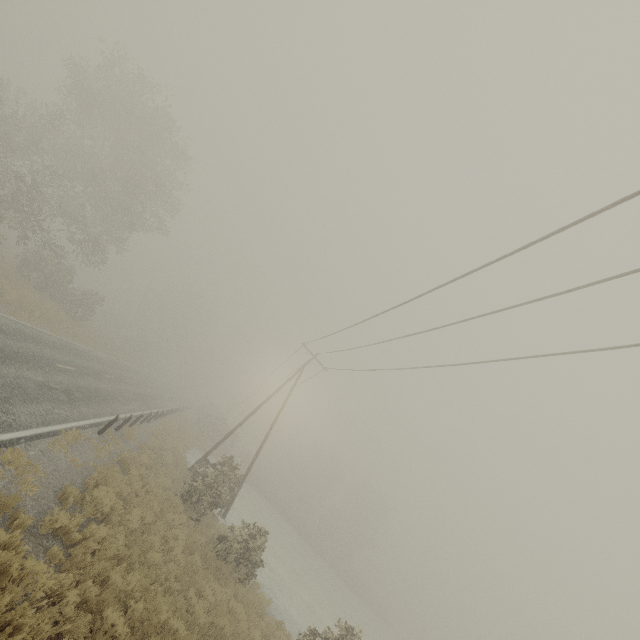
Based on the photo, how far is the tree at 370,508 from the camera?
55.2m

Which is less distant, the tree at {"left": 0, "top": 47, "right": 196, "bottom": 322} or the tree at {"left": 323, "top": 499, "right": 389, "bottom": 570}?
the tree at {"left": 0, "top": 47, "right": 196, "bottom": 322}

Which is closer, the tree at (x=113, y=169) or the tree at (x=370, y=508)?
the tree at (x=113, y=169)

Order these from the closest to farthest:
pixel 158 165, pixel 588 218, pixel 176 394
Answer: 1. pixel 588 218
2. pixel 158 165
3. pixel 176 394

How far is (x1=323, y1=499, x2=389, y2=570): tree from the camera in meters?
55.2 m
